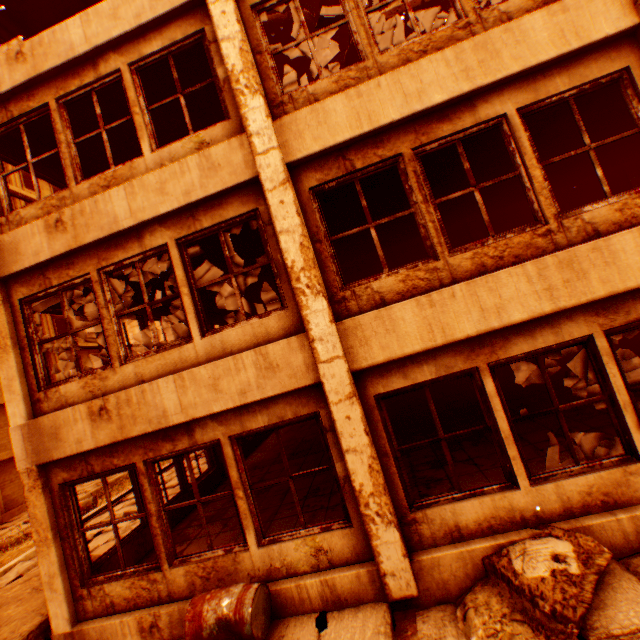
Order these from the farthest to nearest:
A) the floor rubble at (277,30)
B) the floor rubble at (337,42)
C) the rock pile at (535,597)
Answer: the floor rubble at (337,42) < the floor rubble at (277,30) < the rock pile at (535,597)

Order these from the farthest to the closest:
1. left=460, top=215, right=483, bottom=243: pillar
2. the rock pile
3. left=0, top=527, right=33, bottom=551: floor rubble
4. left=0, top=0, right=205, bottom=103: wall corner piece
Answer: left=460, top=215, right=483, bottom=243: pillar → left=0, top=527, right=33, bottom=551: floor rubble → left=0, top=0, right=205, bottom=103: wall corner piece → the rock pile

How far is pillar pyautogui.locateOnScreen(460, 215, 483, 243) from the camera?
10.9 meters

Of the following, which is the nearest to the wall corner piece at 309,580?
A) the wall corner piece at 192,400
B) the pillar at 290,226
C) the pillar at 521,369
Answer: the pillar at 290,226

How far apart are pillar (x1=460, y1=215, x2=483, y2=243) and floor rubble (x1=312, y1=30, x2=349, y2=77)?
8.9m

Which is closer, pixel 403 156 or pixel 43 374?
pixel 403 156

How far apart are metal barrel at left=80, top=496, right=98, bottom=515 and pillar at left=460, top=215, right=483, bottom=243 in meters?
15.8 m

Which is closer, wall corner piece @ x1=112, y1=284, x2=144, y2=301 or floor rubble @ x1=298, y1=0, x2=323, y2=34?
wall corner piece @ x1=112, y1=284, x2=144, y2=301
